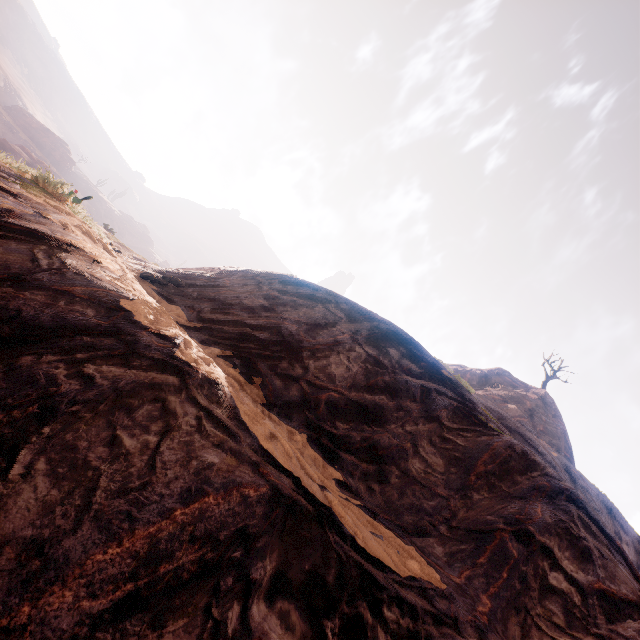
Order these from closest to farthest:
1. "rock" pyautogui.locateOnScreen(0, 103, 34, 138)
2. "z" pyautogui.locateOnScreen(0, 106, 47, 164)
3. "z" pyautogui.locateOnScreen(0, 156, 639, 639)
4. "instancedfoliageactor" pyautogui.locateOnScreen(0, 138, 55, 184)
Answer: "z" pyautogui.locateOnScreen(0, 156, 639, 639), "instancedfoliageactor" pyautogui.locateOnScreen(0, 138, 55, 184), "z" pyautogui.locateOnScreen(0, 106, 47, 164), "rock" pyautogui.locateOnScreen(0, 103, 34, 138)

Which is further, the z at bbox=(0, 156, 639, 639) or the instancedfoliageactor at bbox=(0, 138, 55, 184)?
the instancedfoliageactor at bbox=(0, 138, 55, 184)

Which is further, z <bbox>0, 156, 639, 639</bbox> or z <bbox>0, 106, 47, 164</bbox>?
z <bbox>0, 106, 47, 164</bbox>

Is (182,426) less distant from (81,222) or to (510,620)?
(510,620)

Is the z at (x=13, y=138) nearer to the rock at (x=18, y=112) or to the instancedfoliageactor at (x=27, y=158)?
the rock at (x=18, y=112)

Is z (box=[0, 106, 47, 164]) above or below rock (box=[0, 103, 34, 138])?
below

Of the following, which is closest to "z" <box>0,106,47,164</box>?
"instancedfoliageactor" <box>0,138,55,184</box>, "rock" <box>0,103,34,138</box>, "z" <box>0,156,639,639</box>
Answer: "rock" <box>0,103,34,138</box>

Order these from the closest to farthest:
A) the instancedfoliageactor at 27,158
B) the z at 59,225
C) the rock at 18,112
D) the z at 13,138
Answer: the z at 59,225 → the instancedfoliageactor at 27,158 → the z at 13,138 → the rock at 18,112
